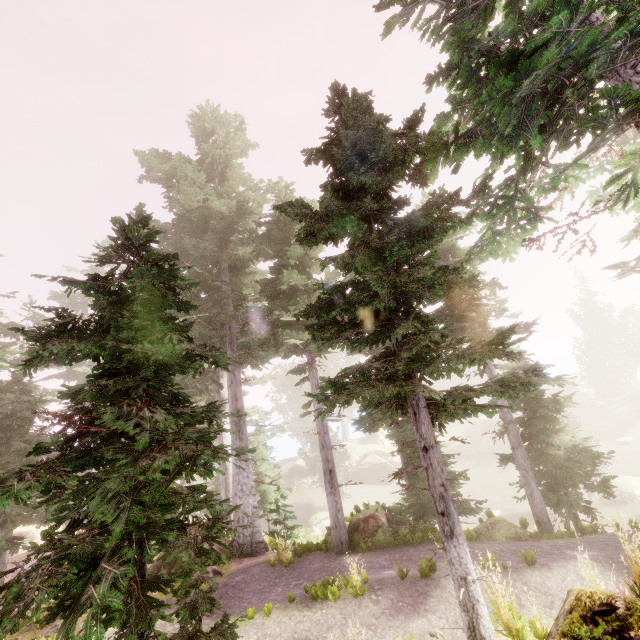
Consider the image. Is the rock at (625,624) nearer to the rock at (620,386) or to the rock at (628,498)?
the rock at (628,498)

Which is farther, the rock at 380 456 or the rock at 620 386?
the rock at 620 386

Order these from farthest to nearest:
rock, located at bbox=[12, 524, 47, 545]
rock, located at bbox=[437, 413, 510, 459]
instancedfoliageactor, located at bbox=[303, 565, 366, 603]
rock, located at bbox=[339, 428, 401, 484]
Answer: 1. rock, located at bbox=[437, 413, 510, 459]
2. rock, located at bbox=[339, 428, 401, 484]
3. rock, located at bbox=[12, 524, 47, 545]
4. instancedfoliageactor, located at bbox=[303, 565, 366, 603]

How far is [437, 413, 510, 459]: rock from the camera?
44.8 meters

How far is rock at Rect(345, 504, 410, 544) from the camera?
12.4 meters

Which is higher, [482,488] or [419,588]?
[419,588]
